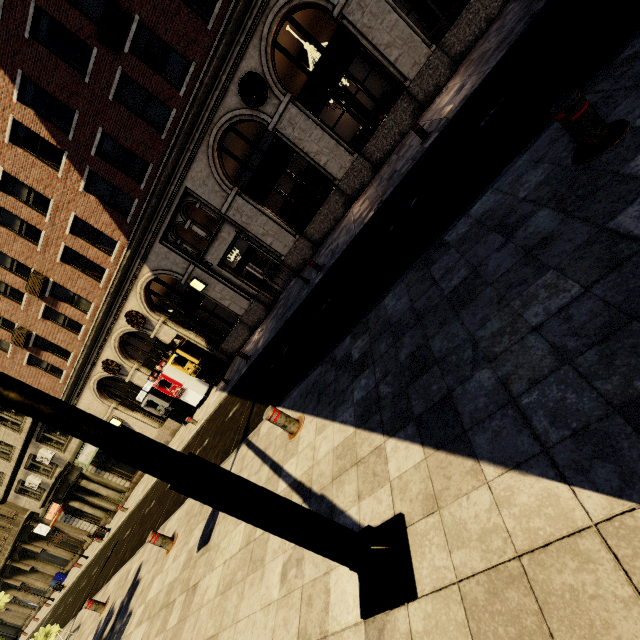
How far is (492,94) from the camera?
6.5m

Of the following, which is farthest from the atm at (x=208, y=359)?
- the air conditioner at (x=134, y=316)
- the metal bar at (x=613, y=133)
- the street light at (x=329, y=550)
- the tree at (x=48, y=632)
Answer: the metal bar at (x=613, y=133)

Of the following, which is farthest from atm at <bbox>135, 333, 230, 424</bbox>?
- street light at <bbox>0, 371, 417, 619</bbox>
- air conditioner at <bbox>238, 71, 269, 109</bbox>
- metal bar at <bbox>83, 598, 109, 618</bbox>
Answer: street light at <bbox>0, 371, 417, 619</bbox>

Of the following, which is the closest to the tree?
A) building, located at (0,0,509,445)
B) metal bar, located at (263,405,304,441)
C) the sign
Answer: metal bar, located at (263,405,304,441)

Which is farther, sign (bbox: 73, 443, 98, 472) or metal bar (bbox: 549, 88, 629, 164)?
sign (bbox: 73, 443, 98, 472)

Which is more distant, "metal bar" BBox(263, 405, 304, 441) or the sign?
the sign

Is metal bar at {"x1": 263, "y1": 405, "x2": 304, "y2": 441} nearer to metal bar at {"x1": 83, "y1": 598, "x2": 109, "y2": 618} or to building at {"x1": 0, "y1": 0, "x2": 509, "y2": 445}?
metal bar at {"x1": 83, "y1": 598, "x2": 109, "y2": 618}

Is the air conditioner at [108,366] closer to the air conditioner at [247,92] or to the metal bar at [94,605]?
the metal bar at [94,605]
